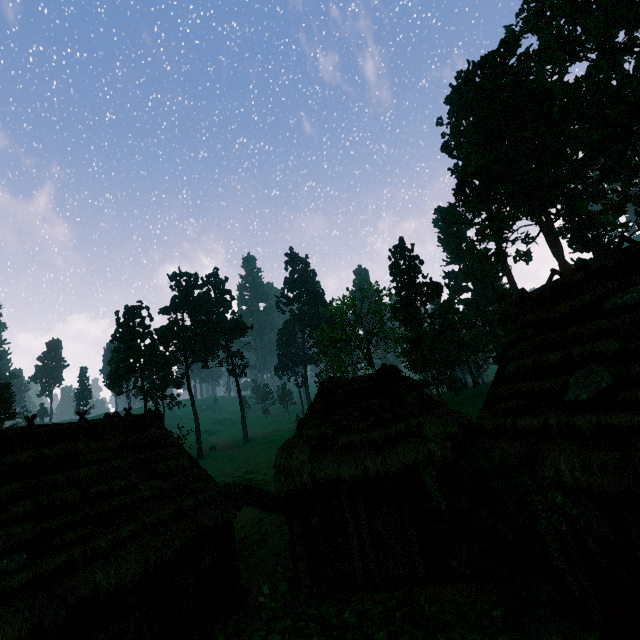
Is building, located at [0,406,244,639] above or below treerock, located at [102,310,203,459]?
below

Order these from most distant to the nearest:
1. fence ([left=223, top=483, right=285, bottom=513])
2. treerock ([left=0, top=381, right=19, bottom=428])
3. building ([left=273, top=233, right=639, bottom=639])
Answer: treerock ([left=0, top=381, right=19, bottom=428])
fence ([left=223, top=483, right=285, bottom=513])
building ([left=273, top=233, right=639, bottom=639])

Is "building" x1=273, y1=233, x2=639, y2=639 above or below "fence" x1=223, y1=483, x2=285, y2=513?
below

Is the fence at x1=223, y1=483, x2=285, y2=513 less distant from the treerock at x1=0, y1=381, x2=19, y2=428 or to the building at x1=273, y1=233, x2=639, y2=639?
the building at x1=273, y1=233, x2=639, y2=639

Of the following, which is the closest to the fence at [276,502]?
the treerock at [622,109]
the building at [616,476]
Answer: the building at [616,476]

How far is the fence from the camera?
17.8m

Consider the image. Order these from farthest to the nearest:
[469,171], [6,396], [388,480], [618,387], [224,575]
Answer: [6,396], [469,171], [224,575], [388,480], [618,387]
